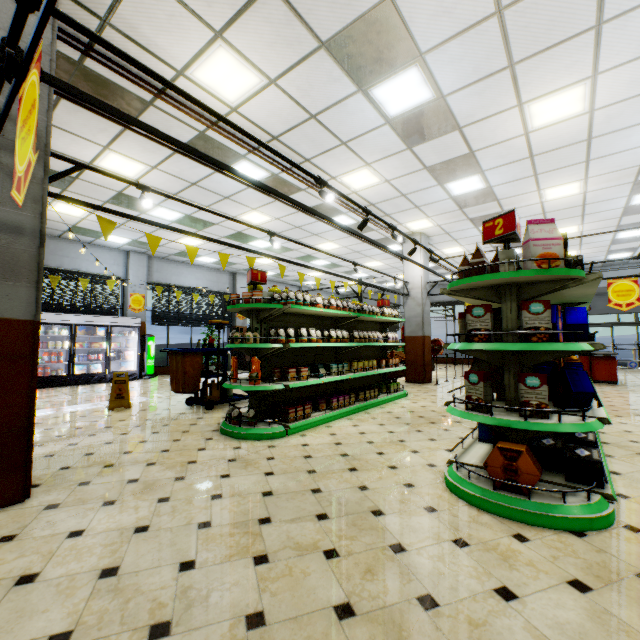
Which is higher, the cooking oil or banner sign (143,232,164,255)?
banner sign (143,232,164,255)

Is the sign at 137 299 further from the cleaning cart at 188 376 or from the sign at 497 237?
the sign at 497 237

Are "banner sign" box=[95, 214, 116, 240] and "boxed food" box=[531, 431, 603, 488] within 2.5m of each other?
no

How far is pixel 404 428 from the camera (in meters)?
5.04

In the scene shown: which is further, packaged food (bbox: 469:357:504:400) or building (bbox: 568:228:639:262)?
building (bbox: 568:228:639:262)

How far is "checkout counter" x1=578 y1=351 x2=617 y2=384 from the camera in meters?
9.9

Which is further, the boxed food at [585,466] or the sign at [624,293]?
the sign at [624,293]

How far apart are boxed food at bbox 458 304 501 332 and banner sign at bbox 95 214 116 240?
3.64m
